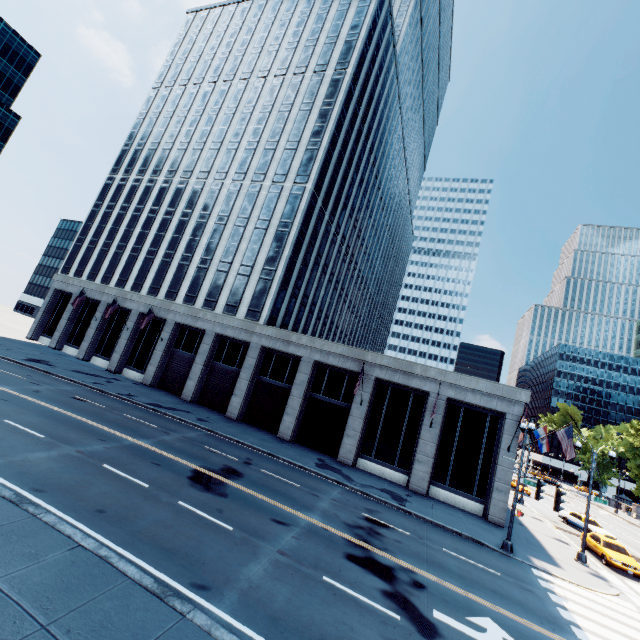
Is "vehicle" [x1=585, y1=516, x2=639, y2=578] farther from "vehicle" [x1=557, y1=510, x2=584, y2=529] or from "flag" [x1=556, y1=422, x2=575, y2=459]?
"flag" [x1=556, y1=422, x2=575, y2=459]

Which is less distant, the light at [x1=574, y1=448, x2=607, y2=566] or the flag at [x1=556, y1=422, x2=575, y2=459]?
the light at [x1=574, y1=448, x2=607, y2=566]

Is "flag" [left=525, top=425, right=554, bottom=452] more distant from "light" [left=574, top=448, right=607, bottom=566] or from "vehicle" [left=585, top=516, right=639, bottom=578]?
"vehicle" [left=585, top=516, right=639, bottom=578]

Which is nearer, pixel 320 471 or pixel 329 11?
pixel 320 471

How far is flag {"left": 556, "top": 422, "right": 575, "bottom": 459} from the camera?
22.72m

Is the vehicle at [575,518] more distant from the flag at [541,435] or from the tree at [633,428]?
the tree at [633,428]

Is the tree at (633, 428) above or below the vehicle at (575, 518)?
above

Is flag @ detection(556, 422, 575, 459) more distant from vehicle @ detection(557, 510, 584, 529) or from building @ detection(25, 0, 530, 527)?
vehicle @ detection(557, 510, 584, 529)
